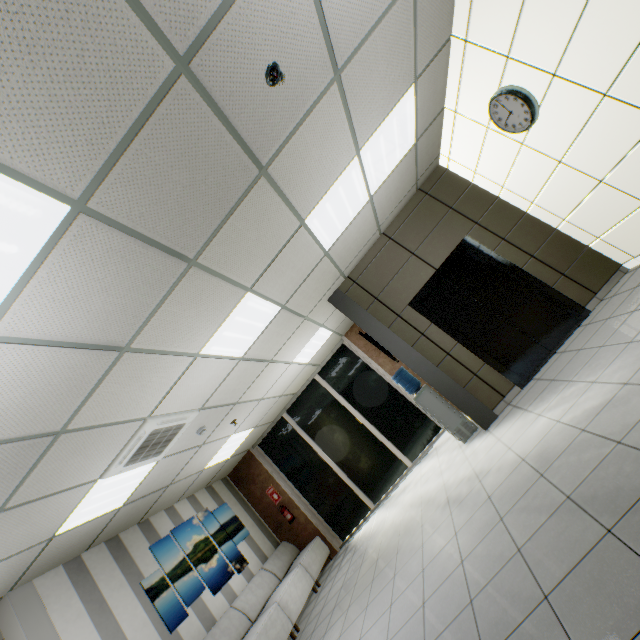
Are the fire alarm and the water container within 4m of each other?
no

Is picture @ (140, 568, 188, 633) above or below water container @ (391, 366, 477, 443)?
above

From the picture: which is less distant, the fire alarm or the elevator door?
the fire alarm

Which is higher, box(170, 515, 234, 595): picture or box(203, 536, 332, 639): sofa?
box(170, 515, 234, 595): picture

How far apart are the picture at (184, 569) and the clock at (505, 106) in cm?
850

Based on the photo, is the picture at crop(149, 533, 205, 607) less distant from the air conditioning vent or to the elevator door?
the air conditioning vent

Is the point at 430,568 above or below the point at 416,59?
below

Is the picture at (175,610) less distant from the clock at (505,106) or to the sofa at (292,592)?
the sofa at (292,592)
